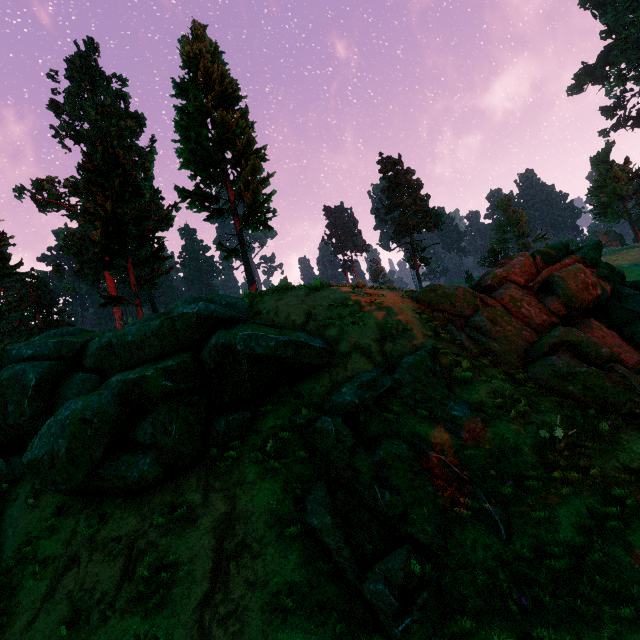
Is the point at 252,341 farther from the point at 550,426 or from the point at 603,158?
the point at 603,158

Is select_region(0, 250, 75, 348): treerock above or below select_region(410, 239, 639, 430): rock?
above

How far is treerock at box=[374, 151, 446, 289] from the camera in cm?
4150

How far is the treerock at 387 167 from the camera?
41.5 meters

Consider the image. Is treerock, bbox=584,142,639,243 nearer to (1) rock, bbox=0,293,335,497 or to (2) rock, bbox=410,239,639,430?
(1) rock, bbox=0,293,335,497

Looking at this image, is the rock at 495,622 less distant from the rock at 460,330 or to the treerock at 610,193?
the rock at 460,330

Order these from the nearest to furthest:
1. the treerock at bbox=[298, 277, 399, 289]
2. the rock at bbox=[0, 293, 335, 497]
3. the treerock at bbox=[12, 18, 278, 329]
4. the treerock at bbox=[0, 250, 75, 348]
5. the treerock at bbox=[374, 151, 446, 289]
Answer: the rock at bbox=[0, 293, 335, 497] → the treerock at bbox=[298, 277, 399, 289] → the treerock at bbox=[12, 18, 278, 329] → the treerock at bbox=[0, 250, 75, 348] → the treerock at bbox=[374, 151, 446, 289]
